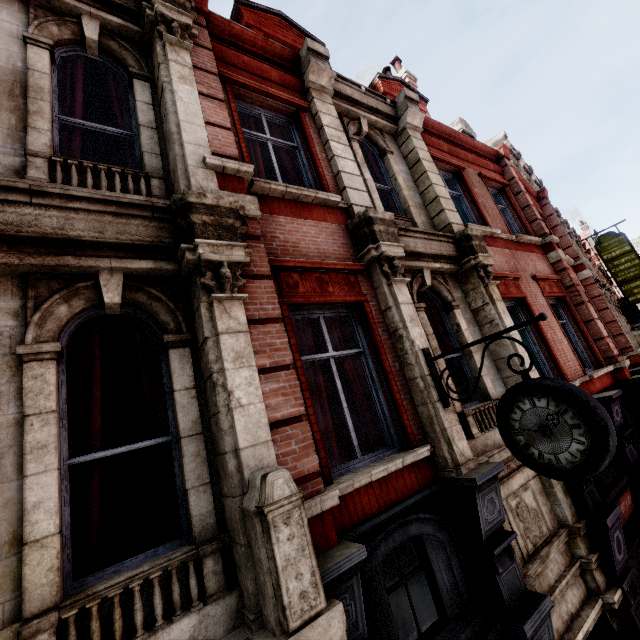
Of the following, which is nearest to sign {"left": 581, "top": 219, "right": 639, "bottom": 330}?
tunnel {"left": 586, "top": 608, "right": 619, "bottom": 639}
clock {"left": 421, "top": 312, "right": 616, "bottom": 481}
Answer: tunnel {"left": 586, "top": 608, "right": 619, "bottom": 639}

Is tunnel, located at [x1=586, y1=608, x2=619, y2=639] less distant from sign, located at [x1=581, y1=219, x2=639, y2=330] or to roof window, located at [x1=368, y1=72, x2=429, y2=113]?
roof window, located at [x1=368, y1=72, x2=429, y2=113]

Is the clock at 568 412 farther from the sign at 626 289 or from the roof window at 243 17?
the sign at 626 289

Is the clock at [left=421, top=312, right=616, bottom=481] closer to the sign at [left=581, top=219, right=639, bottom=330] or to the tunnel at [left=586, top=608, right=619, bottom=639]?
the tunnel at [left=586, top=608, right=619, bottom=639]

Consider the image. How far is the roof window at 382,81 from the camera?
10.2m

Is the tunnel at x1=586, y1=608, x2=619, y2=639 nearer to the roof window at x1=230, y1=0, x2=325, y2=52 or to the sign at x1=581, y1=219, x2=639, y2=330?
the roof window at x1=230, y1=0, x2=325, y2=52

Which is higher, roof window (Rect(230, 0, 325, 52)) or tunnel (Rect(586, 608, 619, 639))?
roof window (Rect(230, 0, 325, 52))

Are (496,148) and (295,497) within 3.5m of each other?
no
